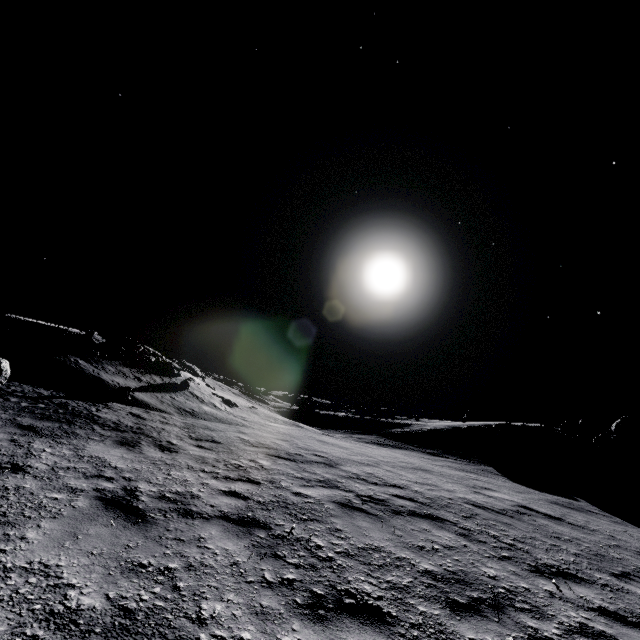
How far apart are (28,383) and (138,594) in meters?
13.3

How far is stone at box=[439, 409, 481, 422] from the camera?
42.4m

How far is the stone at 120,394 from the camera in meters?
13.6

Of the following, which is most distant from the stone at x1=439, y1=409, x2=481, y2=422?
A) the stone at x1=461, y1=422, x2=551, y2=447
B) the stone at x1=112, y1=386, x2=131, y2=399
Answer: the stone at x1=112, y1=386, x2=131, y2=399

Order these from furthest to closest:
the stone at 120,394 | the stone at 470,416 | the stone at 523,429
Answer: the stone at 470,416
the stone at 523,429
the stone at 120,394

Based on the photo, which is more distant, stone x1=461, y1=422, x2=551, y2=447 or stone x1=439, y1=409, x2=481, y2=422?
stone x1=439, y1=409, x2=481, y2=422

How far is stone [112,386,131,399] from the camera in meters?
13.6 m

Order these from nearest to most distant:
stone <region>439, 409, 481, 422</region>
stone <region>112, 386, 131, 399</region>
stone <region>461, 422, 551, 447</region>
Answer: stone <region>112, 386, 131, 399</region>, stone <region>461, 422, 551, 447</region>, stone <region>439, 409, 481, 422</region>
